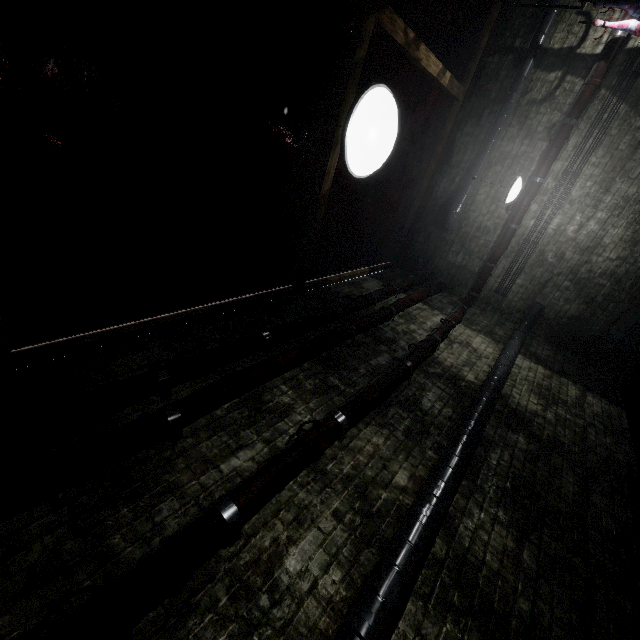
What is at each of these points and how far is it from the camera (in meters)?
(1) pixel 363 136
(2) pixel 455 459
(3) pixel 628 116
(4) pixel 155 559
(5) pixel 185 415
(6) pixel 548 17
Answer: (1) z, 1.18
(2) pipe, 2.46
(3) door, 4.42
(4) pipe, 1.44
(5) pipe, 2.18
(6) pipe, 4.57

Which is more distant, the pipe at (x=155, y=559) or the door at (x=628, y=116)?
the door at (x=628, y=116)

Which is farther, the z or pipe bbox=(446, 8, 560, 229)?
pipe bbox=(446, 8, 560, 229)

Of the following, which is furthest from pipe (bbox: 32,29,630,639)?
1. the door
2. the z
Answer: the z

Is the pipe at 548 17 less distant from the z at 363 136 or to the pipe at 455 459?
the pipe at 455 459

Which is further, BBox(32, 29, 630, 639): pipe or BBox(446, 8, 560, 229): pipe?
BBox(446, 8, 560, 229): pipe

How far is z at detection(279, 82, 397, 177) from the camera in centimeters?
114cm
